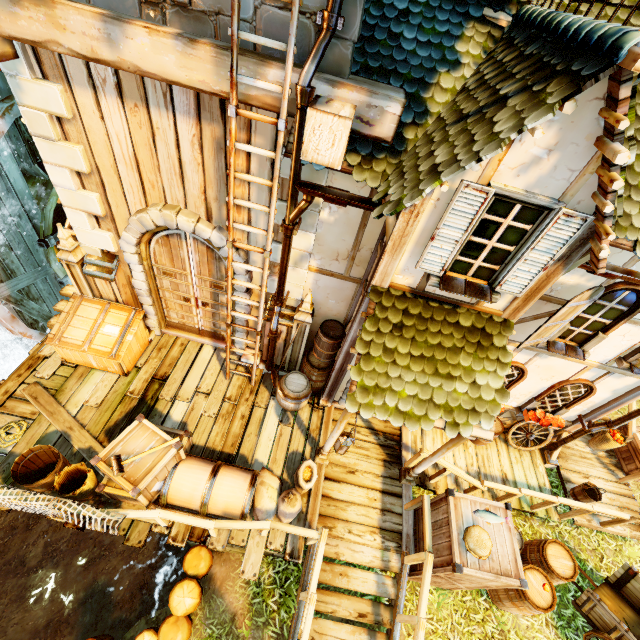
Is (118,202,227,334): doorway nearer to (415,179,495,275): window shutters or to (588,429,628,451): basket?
(415,179,495,275): window shutters

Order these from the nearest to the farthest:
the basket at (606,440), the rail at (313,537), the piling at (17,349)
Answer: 1. the rail at (313,537)
2. the basket at (606,440)
3. the piling at (17,349)

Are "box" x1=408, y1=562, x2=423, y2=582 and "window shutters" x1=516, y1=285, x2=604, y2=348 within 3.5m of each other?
yes

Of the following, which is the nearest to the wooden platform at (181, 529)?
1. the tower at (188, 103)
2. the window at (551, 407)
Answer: the tower at (188, 103)

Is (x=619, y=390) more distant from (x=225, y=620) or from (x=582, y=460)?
(x=225, y=620)

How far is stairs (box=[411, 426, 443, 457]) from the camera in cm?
706

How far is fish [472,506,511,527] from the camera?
4.9 meters

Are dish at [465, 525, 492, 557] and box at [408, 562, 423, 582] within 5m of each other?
yes
